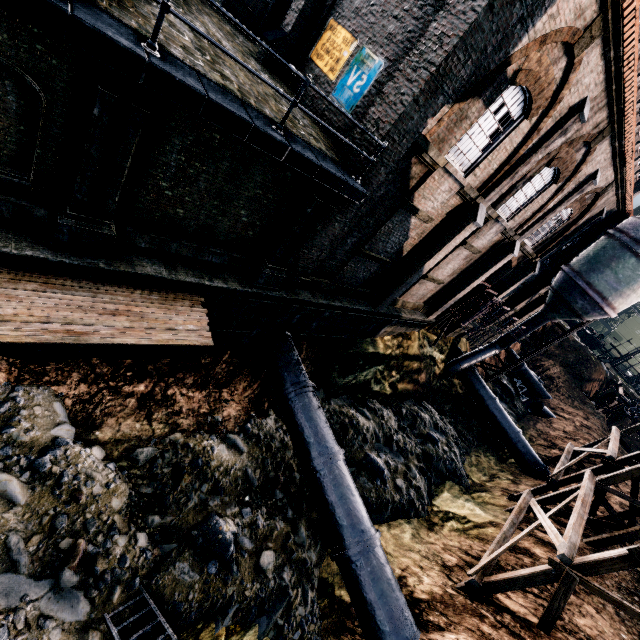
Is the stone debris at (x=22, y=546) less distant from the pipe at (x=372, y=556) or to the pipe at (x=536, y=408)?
the pipe at (x=536, y=408)

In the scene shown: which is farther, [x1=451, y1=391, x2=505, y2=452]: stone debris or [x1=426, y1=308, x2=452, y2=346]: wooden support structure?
[x1=451, y1=391, x2=505, y2=452]: stone debris

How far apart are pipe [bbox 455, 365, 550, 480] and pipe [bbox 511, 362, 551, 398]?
16.57m

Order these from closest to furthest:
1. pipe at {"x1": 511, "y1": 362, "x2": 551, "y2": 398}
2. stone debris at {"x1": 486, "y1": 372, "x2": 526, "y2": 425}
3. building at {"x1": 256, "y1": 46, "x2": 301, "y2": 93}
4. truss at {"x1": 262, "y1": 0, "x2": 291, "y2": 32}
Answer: building at {"x1": 256, "y1": 46, "x2": 301, "y2": 93} → truss at {"x1": 262, "y1": 0, "x2": 291, "y2": 32} → stone debris at {"x1": 486, "y1": 372, "x2": 526, "y2": 425} → pipe at {"x1": 511, "y1": 362, "x2": 551, "y2": 398}

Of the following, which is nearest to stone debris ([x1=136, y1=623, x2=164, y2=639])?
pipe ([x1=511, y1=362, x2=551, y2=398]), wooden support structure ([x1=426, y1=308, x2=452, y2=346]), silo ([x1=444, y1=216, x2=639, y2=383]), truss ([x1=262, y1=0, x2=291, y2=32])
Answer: silo ([x1=444, y1=216, x2=639, y2=383])

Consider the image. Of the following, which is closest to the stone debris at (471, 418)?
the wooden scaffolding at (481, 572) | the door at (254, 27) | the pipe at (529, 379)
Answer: the pipe at (529, 379)

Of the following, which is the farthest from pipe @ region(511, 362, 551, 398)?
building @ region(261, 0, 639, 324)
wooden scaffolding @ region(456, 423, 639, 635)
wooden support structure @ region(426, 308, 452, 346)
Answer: wooden scaffolding @ region(456, 423, 639, 635)

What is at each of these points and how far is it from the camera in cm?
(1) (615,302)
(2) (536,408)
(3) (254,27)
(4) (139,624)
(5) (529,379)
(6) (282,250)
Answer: (1) silo, 2197
(2) pipe, 3606
(3) door, 1472
(4) stone debris, 775
(5) pipe, 4053
(6) column, 1088
